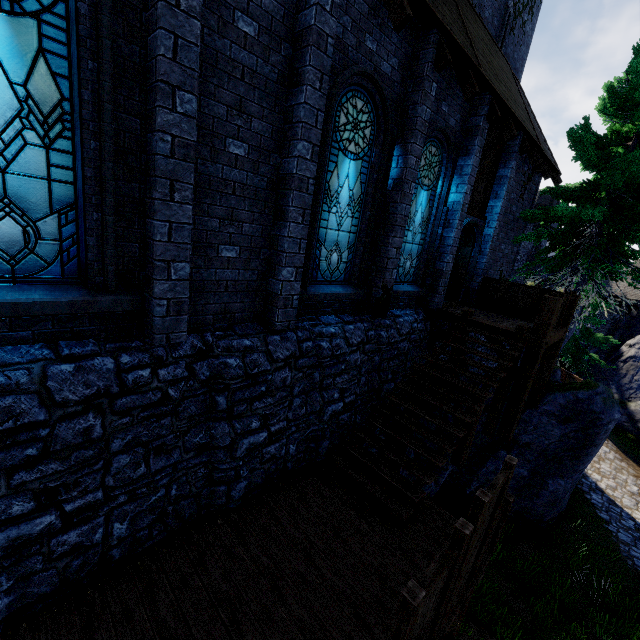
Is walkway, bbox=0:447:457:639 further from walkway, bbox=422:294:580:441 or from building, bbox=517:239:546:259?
building, bbox=517:239:546:259

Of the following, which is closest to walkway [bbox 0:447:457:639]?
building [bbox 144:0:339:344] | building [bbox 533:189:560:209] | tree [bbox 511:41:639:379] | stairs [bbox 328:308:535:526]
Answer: stairs [bbox 328:308:535:526]

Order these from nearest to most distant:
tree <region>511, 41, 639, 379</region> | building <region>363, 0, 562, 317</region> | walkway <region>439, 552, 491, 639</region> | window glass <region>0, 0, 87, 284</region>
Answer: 1. window glass <region>0, 0, 87, 284</region>
2. walkway <region>439, 552, 491, 639</region>
3. building <region>363, 0, 562, 317</region>
4. tree <region>511, 41, 639, 379</region>

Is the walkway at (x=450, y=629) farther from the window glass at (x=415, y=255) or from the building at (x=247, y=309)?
the window glass at (x=415, y=255)

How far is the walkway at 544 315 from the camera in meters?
7.9 m

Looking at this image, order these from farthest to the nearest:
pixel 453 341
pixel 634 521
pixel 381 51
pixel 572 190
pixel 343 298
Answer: pixel 634 521
pixel 572 190
pixel 453 341
pixel 343 298
pixel 381 51

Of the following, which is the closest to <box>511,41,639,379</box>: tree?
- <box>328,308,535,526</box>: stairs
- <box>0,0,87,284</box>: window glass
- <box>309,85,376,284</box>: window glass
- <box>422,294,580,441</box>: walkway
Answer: <box>422,294,580,441</box>: walkway

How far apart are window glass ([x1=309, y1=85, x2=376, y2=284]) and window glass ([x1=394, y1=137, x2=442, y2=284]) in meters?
1.5 m
